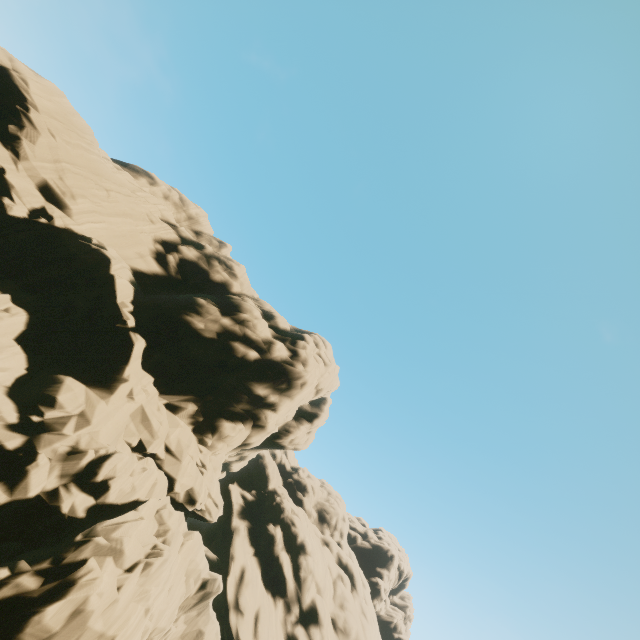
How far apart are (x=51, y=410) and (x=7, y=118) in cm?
1887
